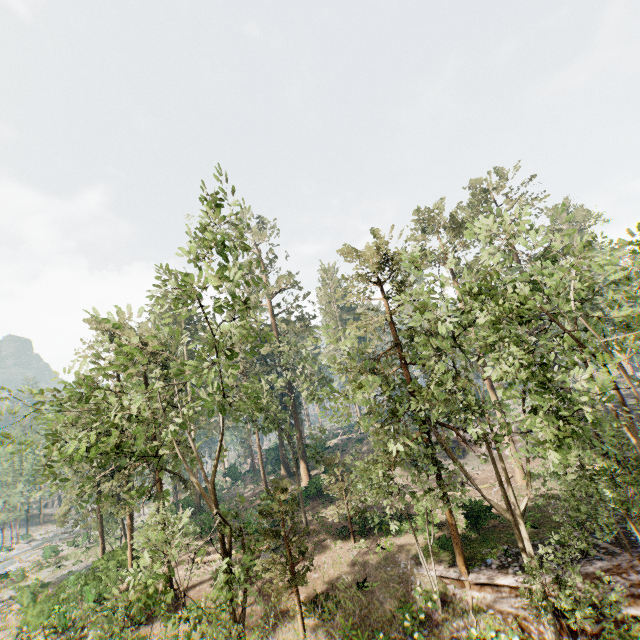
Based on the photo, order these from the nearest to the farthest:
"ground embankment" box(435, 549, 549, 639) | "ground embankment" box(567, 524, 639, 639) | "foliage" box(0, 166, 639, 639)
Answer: "foliage" box(0, 166, 639, 639)
"ground embankment" box(567, 524, 639, 639)
"ground embankment" box(435, 549, 549, 639)

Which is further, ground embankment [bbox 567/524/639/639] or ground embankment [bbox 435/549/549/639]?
ground embankment [bbox 435/549/549/639]

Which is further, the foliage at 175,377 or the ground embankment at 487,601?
the ground embankment at 487,601

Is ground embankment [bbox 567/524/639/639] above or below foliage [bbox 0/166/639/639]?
below

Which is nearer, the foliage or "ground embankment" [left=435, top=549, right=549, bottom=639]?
the foliage

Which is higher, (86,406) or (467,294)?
(467,294)
